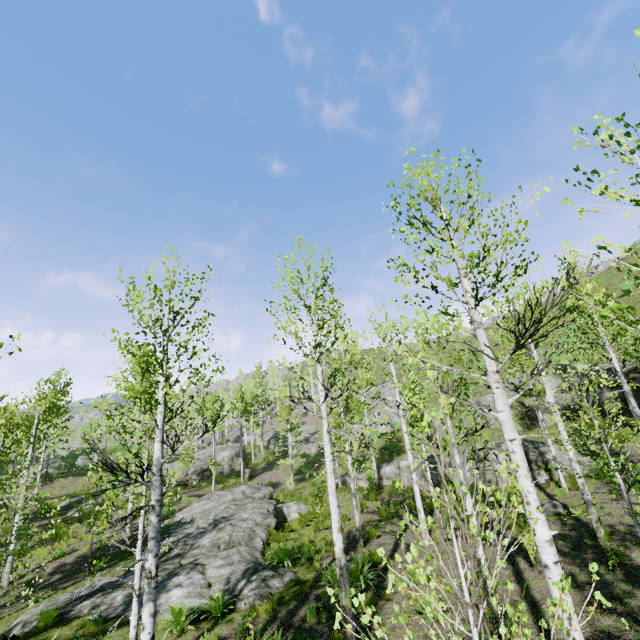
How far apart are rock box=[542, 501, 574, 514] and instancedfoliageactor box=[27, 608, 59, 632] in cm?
1684

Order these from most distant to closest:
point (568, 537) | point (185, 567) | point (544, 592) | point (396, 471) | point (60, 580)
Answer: point (396, 471) < point (60, 580) < point (185, 567) < point (568, 537) < point (544, 592)

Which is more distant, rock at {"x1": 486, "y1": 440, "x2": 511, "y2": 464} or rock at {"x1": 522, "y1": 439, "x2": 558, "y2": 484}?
rock at {"x1": 486, "y1": 440, "x2": 511, "y2": 464}

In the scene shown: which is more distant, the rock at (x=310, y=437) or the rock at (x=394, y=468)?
the rock at (x=310, y=437)

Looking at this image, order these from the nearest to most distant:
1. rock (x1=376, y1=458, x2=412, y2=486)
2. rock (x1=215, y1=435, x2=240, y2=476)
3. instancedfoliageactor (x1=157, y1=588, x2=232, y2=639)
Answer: instancedfoliageactor (x1=157, y1=588, x2=232, y2=639) < rock (x1=376, y1=458, x2=412, y2=486) < rock (x1=215, y1=435, x2=240, y2=476)

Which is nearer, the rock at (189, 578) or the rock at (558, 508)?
the rock at (189, 578)

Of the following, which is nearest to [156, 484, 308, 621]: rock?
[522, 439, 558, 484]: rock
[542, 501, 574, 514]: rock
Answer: [522, 439, 558, 484]: rock

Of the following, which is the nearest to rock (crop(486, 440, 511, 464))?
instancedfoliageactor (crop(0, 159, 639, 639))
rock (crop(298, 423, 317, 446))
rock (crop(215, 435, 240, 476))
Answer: instancedfoliageactor (crop(0, 159, 639, 639))
